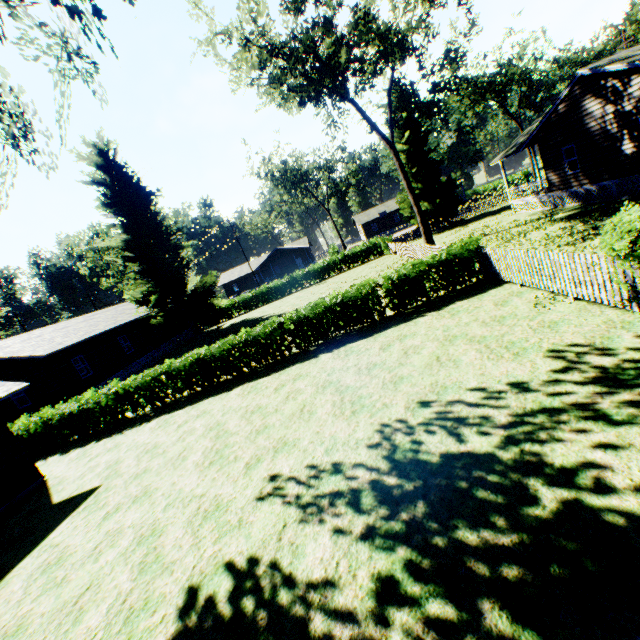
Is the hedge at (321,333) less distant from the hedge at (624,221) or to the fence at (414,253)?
the fence at (414,253)

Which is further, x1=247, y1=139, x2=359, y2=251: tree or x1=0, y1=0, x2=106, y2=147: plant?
x1=247, y1=139, x2=359, y2=251: tree

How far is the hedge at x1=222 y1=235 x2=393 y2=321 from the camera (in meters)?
37.50

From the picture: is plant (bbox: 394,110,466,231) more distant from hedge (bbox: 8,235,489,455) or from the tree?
the tree

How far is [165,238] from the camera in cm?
3031

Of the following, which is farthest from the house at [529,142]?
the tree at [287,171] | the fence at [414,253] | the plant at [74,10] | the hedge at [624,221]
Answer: the tree at [287,171]

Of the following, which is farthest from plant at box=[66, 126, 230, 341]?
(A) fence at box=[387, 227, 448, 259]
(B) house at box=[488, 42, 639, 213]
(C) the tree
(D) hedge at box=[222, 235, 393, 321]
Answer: (C) the tree

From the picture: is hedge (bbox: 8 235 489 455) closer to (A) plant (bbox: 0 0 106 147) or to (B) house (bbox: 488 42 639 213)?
(A) plant (bbox: 0 0 106 147)
